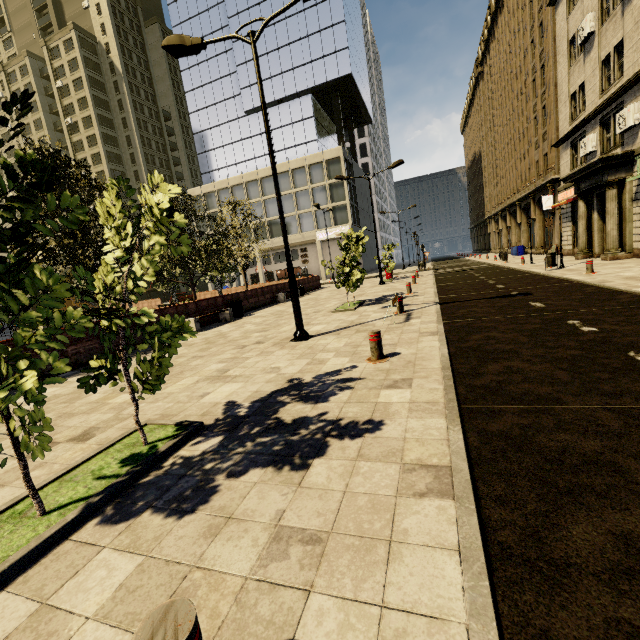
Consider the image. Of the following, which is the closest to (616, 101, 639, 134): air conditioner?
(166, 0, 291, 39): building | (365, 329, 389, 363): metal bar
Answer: (166, 0, 291, 39): building

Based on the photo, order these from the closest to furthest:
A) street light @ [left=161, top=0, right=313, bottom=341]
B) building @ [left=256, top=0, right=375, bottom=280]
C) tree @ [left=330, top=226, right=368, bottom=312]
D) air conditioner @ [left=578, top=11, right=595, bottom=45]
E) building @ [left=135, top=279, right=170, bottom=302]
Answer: street light @ [left=161, top=0, right=313, bottom=341] < tree @ [left=330, top=226, right=368, bottom=312] < air conditioner @ [left=578, top=11, right=595, bottom=45] < building @ [left=256, top=0, right=375, bottom=280] < building @ [left=135, top=279, right=170, bottom=302]

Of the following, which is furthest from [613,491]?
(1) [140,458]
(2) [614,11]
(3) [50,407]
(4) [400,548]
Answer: (2) [614,11]

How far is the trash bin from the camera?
16.0m

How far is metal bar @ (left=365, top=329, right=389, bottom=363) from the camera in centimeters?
577cm

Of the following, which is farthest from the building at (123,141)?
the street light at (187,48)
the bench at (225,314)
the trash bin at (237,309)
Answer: the street light at (187,48)

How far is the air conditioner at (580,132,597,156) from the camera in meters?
17.9 m

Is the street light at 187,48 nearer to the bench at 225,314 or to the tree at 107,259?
the tree at 107,259
